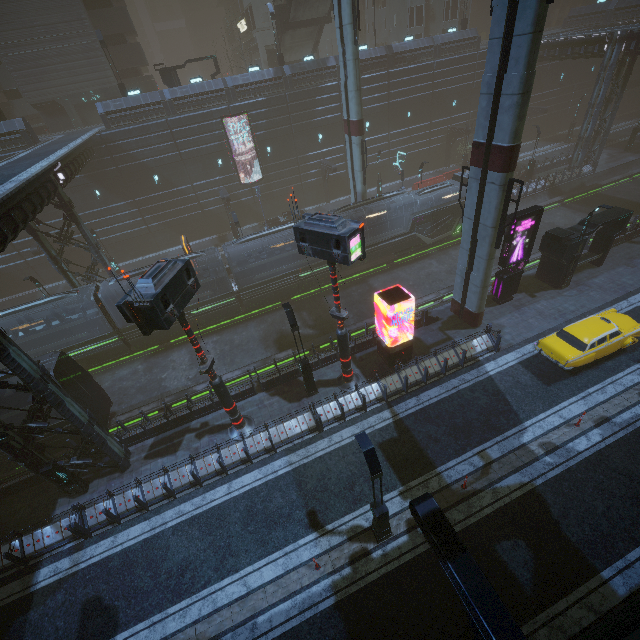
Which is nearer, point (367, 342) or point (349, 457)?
point (349, 457)

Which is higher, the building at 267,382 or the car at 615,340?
the car at 615,340

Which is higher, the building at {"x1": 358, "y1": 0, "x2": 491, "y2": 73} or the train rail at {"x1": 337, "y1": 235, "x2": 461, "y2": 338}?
the building at {"x1": 358, "y1": 0, "x2": 491, "y2": 73}

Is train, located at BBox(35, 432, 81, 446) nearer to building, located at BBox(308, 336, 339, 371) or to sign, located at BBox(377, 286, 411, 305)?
building, located at BBox(308, 336, 339, 371)

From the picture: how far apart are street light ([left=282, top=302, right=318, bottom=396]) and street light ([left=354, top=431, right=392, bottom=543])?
6.65m

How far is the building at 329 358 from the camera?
18.7 meters

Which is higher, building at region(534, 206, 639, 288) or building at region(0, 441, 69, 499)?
building at region(534, 206, 639, 288)

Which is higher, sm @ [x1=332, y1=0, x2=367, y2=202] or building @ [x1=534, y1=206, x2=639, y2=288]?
sm @ [x1=332, y1=0, x2=367, y2=202]
